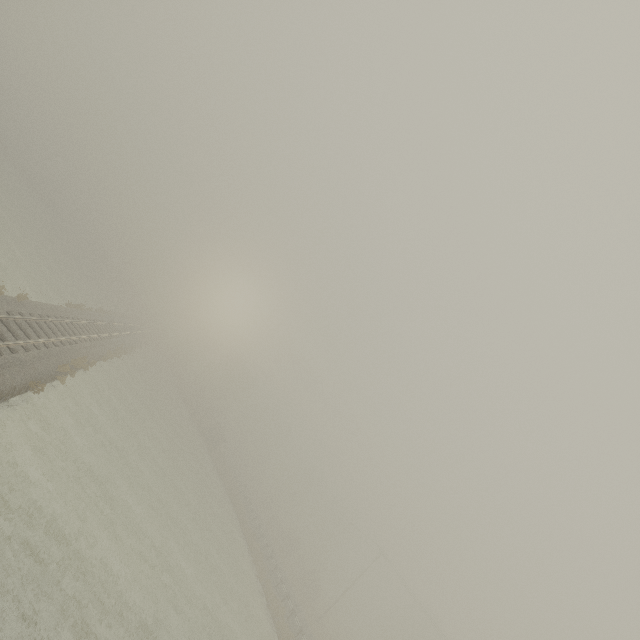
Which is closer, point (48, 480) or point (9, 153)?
point (48, 480)
